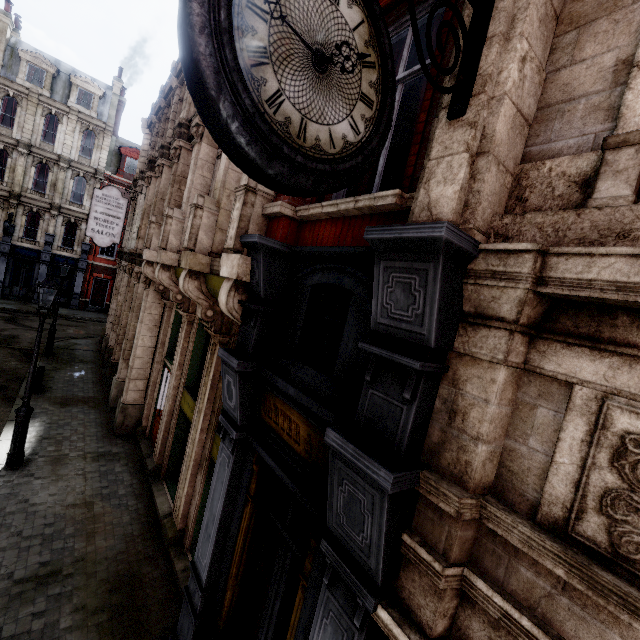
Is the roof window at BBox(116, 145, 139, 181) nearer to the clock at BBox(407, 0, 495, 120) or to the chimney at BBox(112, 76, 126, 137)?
the chimney at BBox(112, 76, 126, 137)

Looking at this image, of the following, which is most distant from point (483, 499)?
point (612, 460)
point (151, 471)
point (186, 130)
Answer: point (186, 130)

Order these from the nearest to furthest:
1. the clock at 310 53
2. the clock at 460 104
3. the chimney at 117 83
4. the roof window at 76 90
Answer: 1. the clock at 310 53
2. the clock at 460 104
3. the roof window at 76 90
4. the chimney at 117 83

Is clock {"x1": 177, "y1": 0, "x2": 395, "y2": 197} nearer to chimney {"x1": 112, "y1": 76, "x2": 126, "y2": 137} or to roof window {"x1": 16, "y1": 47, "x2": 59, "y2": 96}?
roof window {"x1": 16, "y1": 47, "x2": 59, "y2": 96}

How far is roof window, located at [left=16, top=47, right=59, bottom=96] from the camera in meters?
25.0 m

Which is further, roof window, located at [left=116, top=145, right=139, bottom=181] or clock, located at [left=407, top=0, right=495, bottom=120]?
roof window, located at [left=116, top=145, right=139, bottom=181]

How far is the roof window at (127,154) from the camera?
29.79m

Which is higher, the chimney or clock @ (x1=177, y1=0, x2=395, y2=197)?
the chimney
